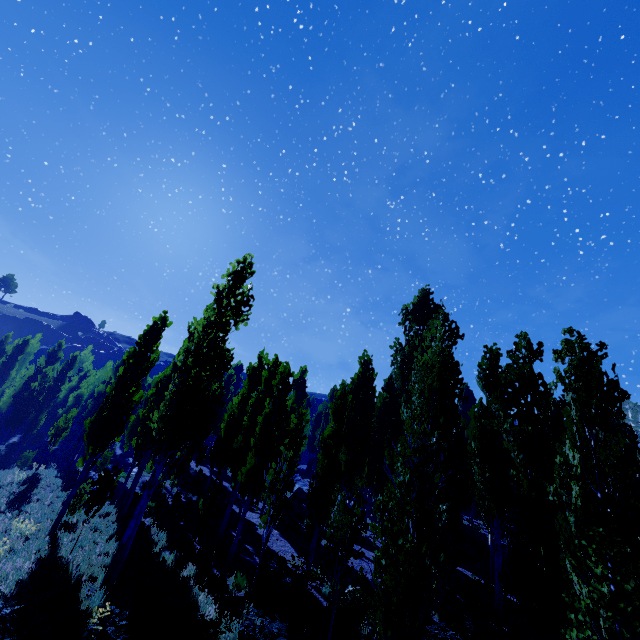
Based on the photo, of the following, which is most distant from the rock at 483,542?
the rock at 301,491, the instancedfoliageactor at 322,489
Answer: the rock at 301,491

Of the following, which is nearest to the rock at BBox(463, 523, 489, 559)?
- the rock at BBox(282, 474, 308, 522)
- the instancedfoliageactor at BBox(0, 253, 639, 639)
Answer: the instancedfoliageactor at BBox(0, 253, 639, 639)

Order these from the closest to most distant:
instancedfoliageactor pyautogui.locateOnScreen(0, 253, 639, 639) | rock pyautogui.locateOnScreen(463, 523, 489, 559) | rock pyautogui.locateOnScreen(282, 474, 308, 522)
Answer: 1. instancedfoliageactor pyautogui.locateOnScreen(0, 253, 639, 639)
2. rock pyautogui.locateOnScreen(282, 474, 308, 522)
3. rock pyautogui.locateOnScreen(463, 523, 489, 559)

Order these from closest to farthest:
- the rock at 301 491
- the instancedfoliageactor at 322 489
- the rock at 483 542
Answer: the instancedfoliageactor at 322 489, the rock at 301 491, the rock at 483 542

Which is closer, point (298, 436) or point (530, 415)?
point (530, 415)

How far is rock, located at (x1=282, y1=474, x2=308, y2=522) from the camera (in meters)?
21.06

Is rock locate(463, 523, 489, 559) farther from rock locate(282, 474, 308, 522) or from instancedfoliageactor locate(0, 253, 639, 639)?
rock locate(282, 474, 308, 522)
